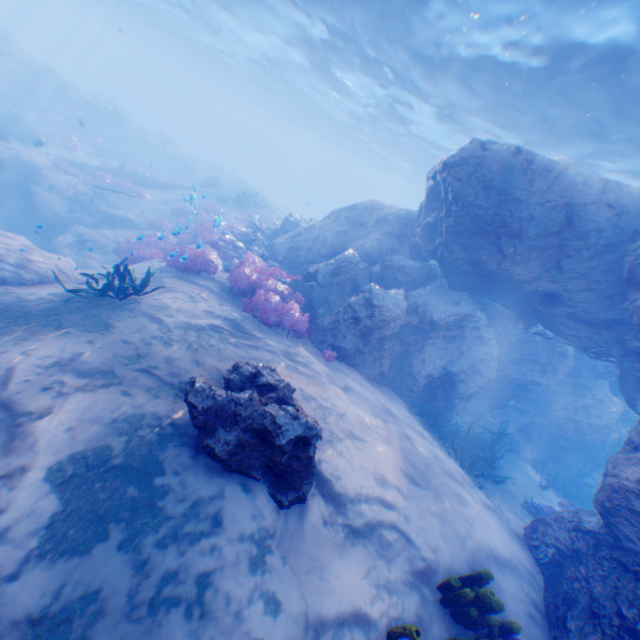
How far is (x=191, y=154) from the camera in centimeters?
3475cm

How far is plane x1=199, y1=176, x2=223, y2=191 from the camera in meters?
25.3

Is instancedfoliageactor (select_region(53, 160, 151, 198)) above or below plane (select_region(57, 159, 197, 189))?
below

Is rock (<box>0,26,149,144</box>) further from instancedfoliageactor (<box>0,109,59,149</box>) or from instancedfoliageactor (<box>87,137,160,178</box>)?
instancedfoliageactor (<box>87,137,160,178</box>)

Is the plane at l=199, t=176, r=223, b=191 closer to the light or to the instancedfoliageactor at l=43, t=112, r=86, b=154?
the instancedfoliageactor at l=43, t=112, r=86, b=154

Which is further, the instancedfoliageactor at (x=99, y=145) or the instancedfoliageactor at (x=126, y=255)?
the instancedfoliageactor at (x=99, y=145)

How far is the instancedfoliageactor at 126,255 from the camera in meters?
7.3 m

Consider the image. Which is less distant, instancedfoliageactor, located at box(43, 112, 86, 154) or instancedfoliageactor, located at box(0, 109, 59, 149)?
instancedfoliageactor, located at box(0, 109, 59, 149)
